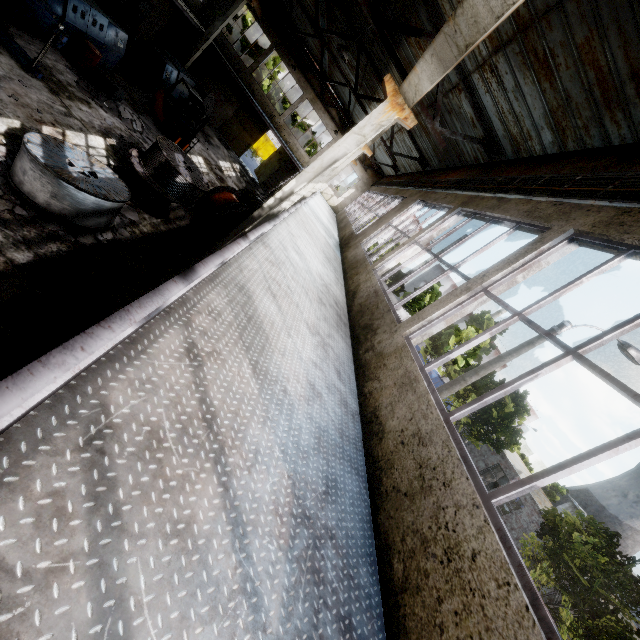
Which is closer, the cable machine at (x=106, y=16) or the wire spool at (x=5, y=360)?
the wire spool at (x=5, y=360)

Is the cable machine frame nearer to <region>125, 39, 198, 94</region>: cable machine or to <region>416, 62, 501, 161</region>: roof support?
<region>416, 62, 501, 161</region>: roof support

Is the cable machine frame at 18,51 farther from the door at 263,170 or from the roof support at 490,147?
the door at 263,170

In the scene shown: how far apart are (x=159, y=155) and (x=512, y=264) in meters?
10.4 m

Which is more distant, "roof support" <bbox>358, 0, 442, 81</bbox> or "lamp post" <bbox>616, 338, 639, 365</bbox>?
"lamp post" <bbox>616, 338, 639, 365</bbox>

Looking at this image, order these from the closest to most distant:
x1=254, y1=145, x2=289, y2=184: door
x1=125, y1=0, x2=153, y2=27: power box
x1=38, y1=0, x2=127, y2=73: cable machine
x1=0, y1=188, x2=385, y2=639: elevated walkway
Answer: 1. x1=0, y1=188, x2=385, y2=639: elevated walkway
2. x1=38, y1=0, x2=127, y2=73: cable machine
3. x1=125, y1=0, x2=153, y2=27: power box
4. x1=254, y1=145, x2=289, y2=184: door

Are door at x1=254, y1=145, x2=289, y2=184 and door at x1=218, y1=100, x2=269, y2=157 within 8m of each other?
yes

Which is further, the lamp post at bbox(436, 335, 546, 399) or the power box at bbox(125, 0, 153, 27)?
the power box at bbox(125, 0, 153, 27)
